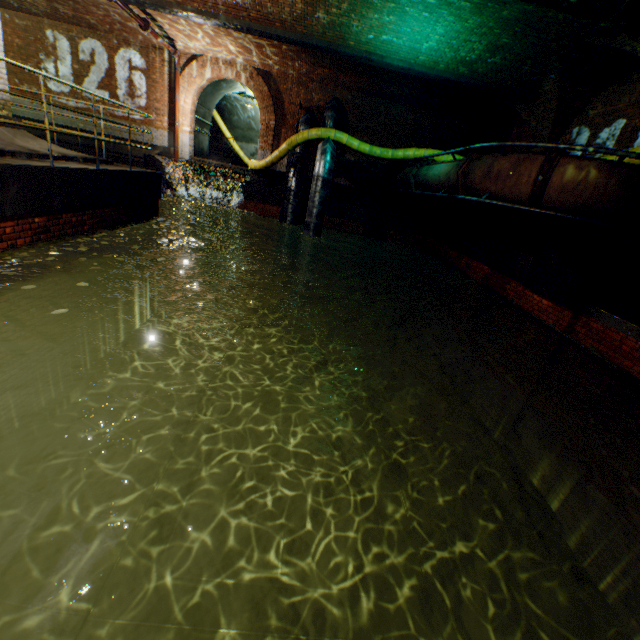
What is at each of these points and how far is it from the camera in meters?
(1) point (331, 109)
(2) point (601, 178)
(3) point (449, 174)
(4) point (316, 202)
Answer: (1) pipe, 13.5
(2) pipe, 5.5
(3) pipe, 8.4
(4) pipe, 11.0

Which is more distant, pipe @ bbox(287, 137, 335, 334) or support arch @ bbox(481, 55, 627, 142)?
pipe @ bbox(287, 137, 335, 334)

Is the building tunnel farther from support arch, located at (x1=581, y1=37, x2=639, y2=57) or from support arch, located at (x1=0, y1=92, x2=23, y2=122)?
support arch, located at (x1=581, y1=37, x2=639, y2=57)

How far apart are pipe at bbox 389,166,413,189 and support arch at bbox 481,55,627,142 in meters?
3.4 m

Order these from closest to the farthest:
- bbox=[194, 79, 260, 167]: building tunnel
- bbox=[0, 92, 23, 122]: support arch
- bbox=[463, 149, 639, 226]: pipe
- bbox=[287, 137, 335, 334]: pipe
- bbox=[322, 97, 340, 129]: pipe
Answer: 1. bbox=[463, 149, 639, 226]: pipe
2. bbox=[0, 92, 23, 122]: support arch
3. bbox=[287, 137, 335, 334]: pipe
4. bbox=[322, 97, 340, 129]: pipe
5. bbox=[194, 79, 260, 167]: building tunnel

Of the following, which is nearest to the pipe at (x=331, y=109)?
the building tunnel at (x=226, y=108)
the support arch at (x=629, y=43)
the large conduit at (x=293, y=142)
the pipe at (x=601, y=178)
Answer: the large conduit at (x=293, y=142)

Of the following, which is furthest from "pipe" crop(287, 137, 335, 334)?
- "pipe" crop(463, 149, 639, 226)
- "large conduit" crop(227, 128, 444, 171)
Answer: "pipe" crop(463, 149, 639, 226)

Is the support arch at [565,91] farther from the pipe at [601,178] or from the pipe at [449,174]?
the pipe at [601,178]
